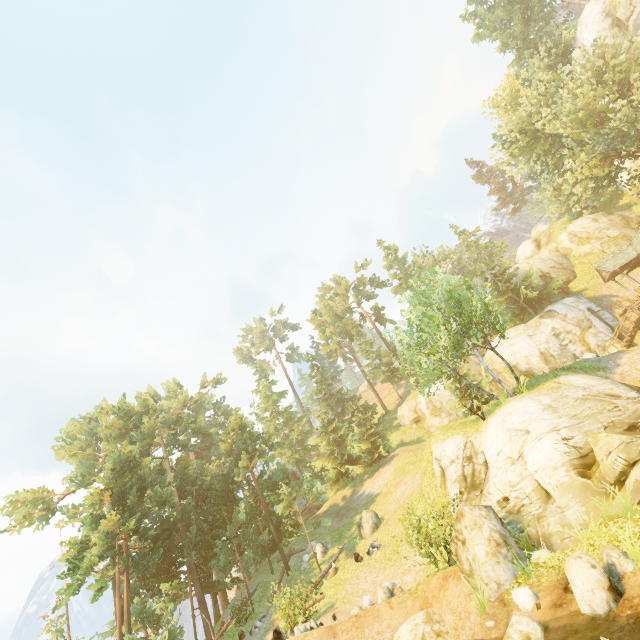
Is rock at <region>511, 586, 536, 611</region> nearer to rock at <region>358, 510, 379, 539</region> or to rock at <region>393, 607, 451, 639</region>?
rock at <region>393, 607, 451, 639</region>

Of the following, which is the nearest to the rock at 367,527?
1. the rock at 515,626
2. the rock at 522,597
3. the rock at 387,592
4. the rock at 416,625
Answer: the rock at 387,592

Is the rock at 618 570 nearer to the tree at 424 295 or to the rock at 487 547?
the rock at 487 547

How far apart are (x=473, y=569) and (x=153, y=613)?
20.7m

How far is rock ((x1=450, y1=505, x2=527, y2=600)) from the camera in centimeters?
1064cm

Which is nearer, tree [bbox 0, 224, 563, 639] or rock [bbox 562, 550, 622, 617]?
rock [bbox 562, 550, 622, 617]

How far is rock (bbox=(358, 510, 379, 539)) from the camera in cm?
2323

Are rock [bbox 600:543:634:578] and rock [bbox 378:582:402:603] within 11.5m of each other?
yes
